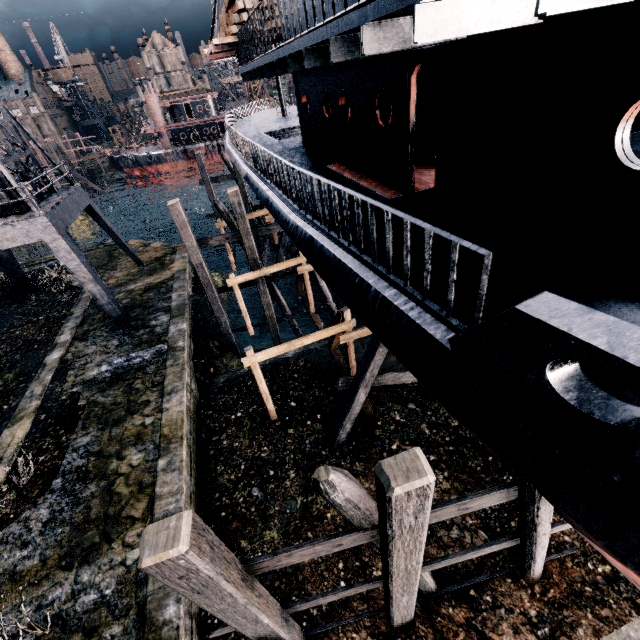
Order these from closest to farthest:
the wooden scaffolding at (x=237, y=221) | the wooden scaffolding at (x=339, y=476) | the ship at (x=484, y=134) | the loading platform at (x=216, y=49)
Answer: the ship at (x=484, y=134), the wooden scaffolding at (x=339, y=476), the loading platform at (x=216, y=49), the wooden scaffolding at (x=237, y=221)

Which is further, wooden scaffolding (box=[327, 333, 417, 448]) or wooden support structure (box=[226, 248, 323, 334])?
wooden support structure (box=[226, 248, 323, 334])

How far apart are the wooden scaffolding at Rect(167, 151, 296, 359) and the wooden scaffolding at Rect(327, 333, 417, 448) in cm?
1198

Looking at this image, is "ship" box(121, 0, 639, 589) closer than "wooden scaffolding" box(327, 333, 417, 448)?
Yes

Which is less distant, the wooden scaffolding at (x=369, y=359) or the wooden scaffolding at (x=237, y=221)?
the wooden scaffolding at (x=369, y=359)

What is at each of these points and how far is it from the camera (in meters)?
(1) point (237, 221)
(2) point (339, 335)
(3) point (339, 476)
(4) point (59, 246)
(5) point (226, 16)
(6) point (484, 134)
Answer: (1) wooden scaffolding, 15.18
(2) wooden support structure, 12.18
(3) wooden scaffolding, 4.09
(4) crane, 14.74
(5) wood pile, 13.87
(6) ship, 4.98

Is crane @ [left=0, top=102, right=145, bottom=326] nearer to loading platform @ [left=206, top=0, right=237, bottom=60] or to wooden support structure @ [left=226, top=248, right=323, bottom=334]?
wooden support structure @ [left=226, top=248, right=323, bottom=334]

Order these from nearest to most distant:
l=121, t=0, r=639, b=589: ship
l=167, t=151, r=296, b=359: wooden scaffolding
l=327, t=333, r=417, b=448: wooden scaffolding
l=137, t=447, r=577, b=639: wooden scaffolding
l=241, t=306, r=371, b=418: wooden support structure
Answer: l=121, t=0, r=639, b=589: ship
l=137, t=447, r=577, b=639: wooden scaffolding
l=327, t=333, r=417, b=448: wooden scaffolding
l=241, t=306, r=371, b=418: wooden support structure
l=167, t=151, r=296, b=359: wooden scaffolding
